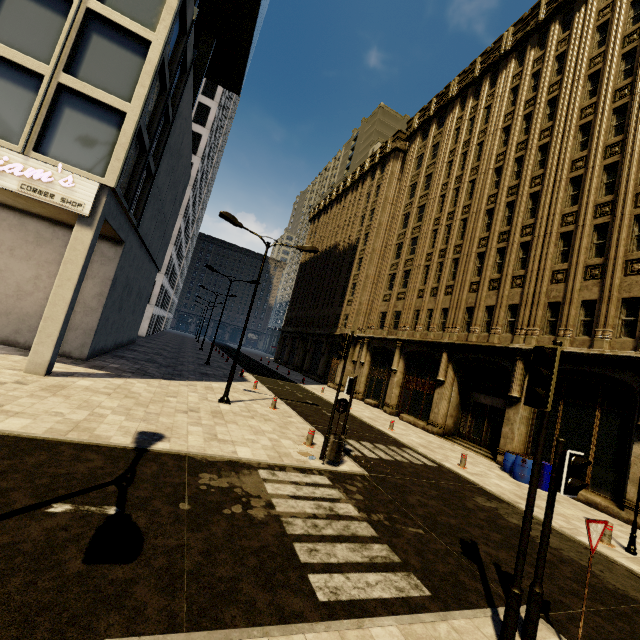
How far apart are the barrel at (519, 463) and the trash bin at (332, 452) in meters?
8.8

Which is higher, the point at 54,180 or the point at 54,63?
the point at 54,63

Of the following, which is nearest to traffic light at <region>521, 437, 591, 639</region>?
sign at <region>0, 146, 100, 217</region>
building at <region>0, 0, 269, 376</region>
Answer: building at <region>0, 0, 269, 376</region>

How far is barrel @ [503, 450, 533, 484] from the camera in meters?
13.2

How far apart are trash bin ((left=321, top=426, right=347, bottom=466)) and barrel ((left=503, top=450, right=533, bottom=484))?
8.81m

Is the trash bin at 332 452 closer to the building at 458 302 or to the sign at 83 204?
the building at 458 302

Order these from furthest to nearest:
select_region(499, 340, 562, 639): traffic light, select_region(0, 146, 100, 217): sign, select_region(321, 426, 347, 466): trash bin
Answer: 1. select_region(0, 146, 100, 217): sign
2. select_region(321, 426, 347, 466): trash bin
3. select_region(499, 340, 562, 639): traffic light

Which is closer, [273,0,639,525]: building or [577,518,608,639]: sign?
[577,518,608,639]: sign
